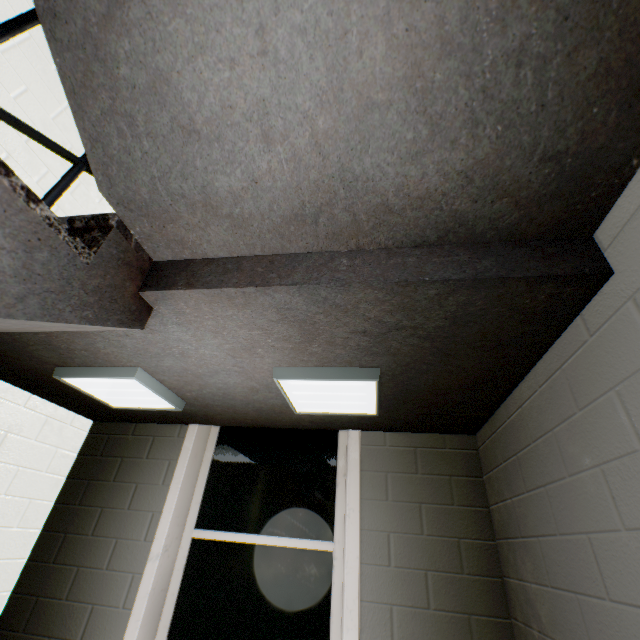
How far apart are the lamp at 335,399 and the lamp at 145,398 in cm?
73

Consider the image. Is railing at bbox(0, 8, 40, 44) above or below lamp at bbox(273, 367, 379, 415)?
above

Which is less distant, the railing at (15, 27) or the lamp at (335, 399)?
the railing at (15, 27)

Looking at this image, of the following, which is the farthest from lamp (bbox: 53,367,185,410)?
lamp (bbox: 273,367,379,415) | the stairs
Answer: lamp (bbox: 273,367,379,415)

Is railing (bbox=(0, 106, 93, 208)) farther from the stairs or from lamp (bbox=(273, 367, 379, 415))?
lamp (bbox=(273, 367, 379, 415))

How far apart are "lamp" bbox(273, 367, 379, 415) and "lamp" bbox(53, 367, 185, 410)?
0.7 meters

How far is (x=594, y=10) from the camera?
0.7 meters

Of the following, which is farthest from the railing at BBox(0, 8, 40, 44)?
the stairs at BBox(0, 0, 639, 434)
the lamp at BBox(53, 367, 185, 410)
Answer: the lamp at BBox(53, 367, 185, 410)
